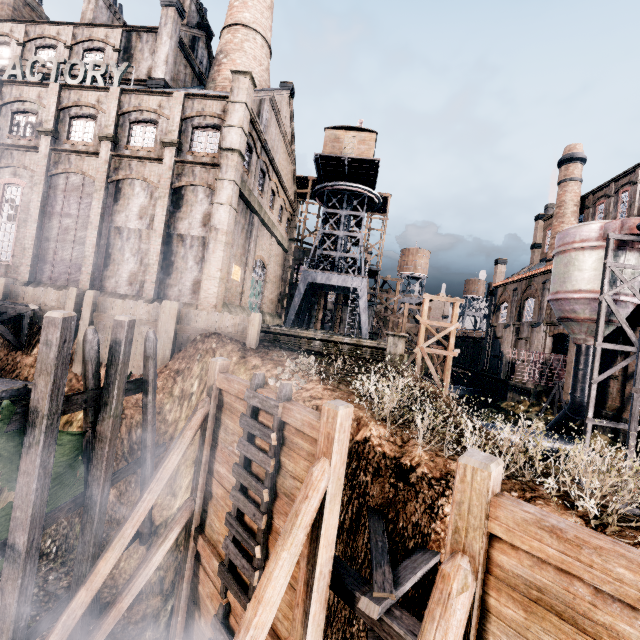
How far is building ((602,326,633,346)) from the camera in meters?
22.9 m

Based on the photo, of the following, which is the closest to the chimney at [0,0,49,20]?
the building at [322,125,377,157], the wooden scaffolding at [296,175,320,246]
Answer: the wooden scaffolding at [296,175,320,246]

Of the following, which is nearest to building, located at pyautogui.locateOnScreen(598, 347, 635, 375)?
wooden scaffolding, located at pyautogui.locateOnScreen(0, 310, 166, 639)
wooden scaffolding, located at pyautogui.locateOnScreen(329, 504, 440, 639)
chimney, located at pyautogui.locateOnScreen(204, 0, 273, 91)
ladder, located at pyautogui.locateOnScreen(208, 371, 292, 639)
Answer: chimney, located at pyautogui.locateOnScreen(204, 0, 273, 91)

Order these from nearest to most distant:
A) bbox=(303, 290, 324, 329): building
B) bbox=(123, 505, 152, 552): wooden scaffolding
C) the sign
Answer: bbox=(123, 505, 152, 552): wooden scaffolding, the sign, bbox=(303, 290, 324, 329): building

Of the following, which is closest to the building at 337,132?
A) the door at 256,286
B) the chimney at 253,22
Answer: the chimney at 253,22

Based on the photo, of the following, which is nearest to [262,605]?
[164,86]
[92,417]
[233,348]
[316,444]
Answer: [316,444]

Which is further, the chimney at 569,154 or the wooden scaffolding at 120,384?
the chimney at 569,154

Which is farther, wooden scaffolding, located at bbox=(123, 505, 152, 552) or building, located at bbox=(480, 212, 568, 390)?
building, located at bbox=(480, 212, 568, 390)
